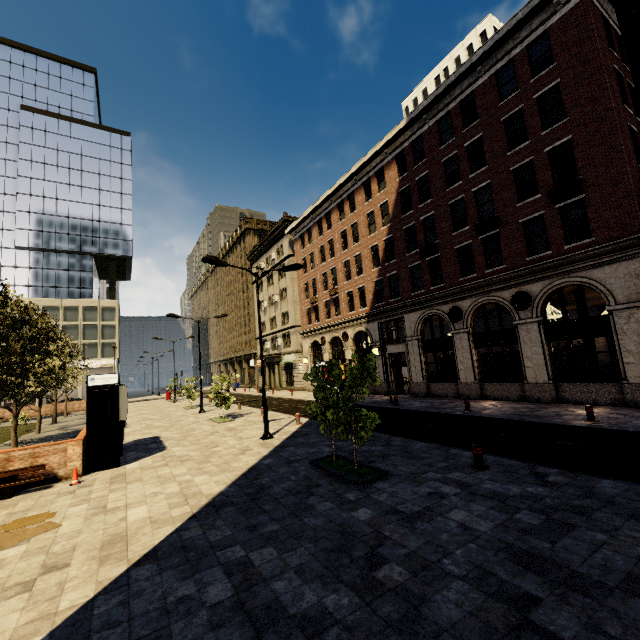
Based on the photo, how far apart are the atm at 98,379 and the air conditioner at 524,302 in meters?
18.5

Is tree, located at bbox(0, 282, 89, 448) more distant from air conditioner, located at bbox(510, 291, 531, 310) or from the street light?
air conditioner, located at bbox(510, 291, 531, 310)

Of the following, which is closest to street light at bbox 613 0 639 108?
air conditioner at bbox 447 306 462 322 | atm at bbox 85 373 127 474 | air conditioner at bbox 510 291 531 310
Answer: air conditioner at bbox 510 291 531 310

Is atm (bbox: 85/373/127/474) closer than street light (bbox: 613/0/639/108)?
No

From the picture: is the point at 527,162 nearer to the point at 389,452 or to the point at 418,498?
the point at 389,452

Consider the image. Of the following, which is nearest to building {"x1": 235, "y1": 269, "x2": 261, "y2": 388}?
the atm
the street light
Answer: the street light

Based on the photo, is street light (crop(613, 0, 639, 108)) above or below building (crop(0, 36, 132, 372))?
below

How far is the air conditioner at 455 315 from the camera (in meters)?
19.95
